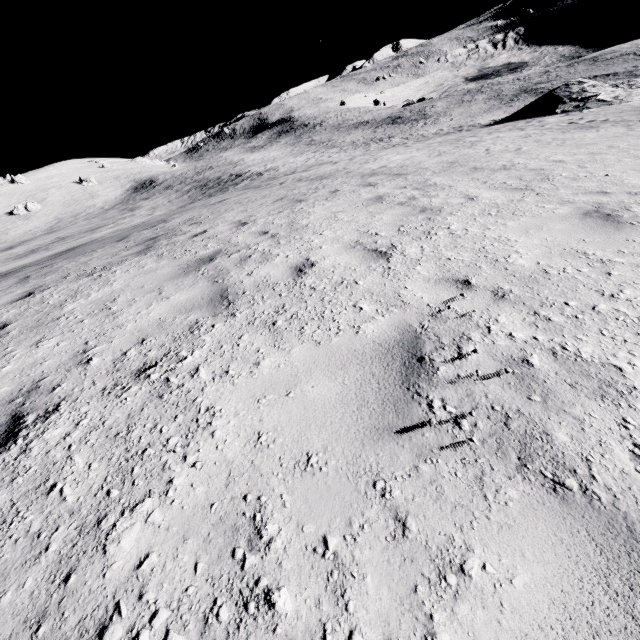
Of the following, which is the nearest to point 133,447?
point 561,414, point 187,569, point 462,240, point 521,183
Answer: point 187,569
